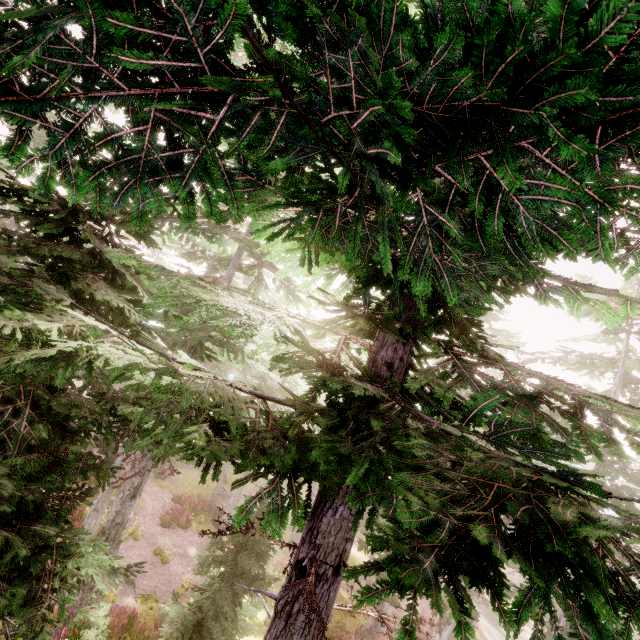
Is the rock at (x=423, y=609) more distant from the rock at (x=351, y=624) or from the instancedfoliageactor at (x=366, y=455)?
the rock at (x=351, y=624)

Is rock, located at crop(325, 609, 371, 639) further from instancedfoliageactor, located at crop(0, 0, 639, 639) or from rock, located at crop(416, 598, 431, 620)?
rock, located at crop(416, 598, 431, 620)

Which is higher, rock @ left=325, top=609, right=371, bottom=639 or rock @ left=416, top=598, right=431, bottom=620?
rock @ left=325, top=609, right=371, bottom=639

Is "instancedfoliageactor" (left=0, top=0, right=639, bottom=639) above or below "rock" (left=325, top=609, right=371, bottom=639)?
above

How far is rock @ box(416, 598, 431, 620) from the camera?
26.8 meters

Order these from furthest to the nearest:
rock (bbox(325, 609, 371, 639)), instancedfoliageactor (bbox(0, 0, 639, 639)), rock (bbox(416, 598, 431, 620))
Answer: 1. rock (bbox(416, 598, 431, 620))
2. rock (bbox(325, 609, 371, 639))
3. instancedfoliageactor (bbox(0, 0, 639, 639))

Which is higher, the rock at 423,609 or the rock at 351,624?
the rock at 351,624

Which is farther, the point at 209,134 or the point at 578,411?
the point at 578,411
